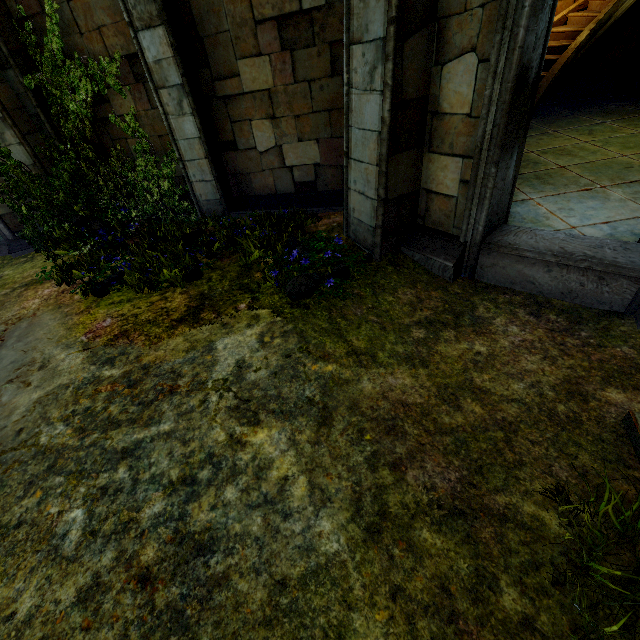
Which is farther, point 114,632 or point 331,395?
point 331,395
